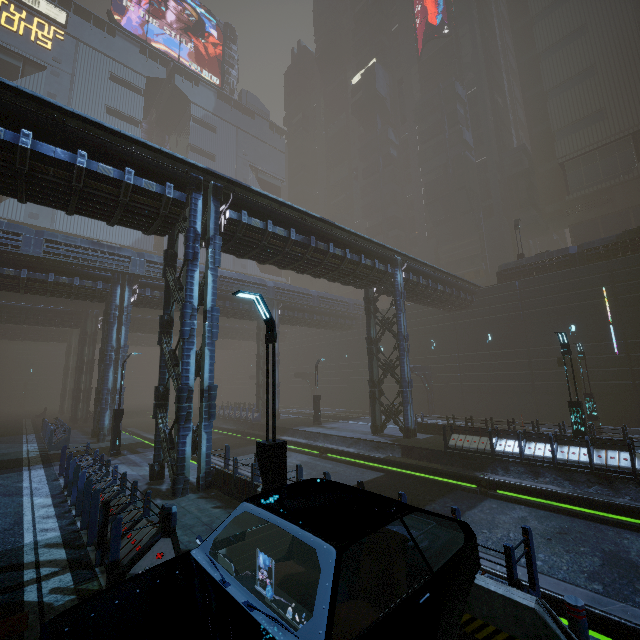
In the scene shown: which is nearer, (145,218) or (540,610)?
(540,610)

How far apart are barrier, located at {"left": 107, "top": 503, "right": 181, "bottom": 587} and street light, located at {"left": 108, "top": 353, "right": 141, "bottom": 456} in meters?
13.6

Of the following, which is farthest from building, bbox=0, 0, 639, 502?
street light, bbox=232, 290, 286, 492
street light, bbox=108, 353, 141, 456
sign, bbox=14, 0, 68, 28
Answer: street light, bbox=108, 353, 141, 456

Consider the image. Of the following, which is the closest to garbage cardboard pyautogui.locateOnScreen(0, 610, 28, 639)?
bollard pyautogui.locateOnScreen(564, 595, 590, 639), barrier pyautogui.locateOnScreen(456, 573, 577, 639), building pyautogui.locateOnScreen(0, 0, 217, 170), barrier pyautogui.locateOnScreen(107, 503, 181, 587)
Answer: barrier pyautogui.locateOnScreen(107, 503, 181, 587)

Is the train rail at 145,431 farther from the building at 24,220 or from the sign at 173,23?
the sign at 173,23

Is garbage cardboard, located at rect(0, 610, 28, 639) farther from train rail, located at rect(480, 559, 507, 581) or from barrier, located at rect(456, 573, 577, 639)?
train rail, located at rect(480, 559, 507, 581)

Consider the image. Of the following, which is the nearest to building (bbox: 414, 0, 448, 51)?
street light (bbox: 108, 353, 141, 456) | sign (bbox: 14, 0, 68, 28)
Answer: sign (bbox: 14, 0, 68, 28)

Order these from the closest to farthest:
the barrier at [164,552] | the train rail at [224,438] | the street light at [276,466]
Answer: the barrier at [164,552]
the street light at [276,466]
the train rail at [224,438]
